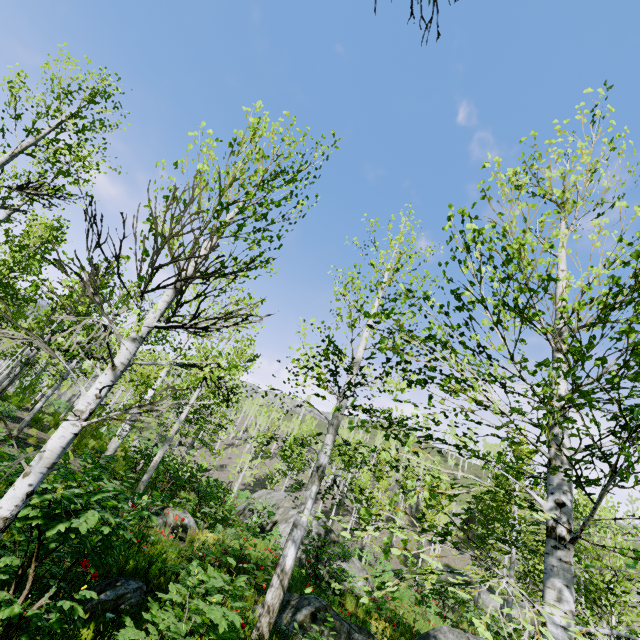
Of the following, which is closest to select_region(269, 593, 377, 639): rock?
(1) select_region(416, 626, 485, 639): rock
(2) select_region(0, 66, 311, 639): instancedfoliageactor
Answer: (2) select_region(0, 66, 311, 639): instancedfoliageactor

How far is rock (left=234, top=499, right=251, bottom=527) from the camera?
15.7m

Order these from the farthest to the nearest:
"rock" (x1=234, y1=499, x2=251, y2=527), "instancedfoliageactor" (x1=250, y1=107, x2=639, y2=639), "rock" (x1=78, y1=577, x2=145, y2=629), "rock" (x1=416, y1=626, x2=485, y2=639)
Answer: "rock" (x1=234, y1=499, x2=251, y2=527)
"rock" (x1=416, y1=626, x2=485, y2=639)
"rock" (x1=78, y1=577, x2=145, y2=629)
"instancedfoliageactor" (x1=250, y1=107, x2=639, y2=639)

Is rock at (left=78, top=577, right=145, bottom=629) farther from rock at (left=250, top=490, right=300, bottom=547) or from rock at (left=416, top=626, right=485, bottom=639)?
rock at (left=250, top=490, right=300, bottom=547)

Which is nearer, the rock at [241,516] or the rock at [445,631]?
the rock at [445,631]

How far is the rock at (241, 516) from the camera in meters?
15.7 m

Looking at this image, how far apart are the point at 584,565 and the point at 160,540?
14.5 meters

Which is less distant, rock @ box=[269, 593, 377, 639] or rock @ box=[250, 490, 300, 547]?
rock @ box=[269, 593, 377, 639]
